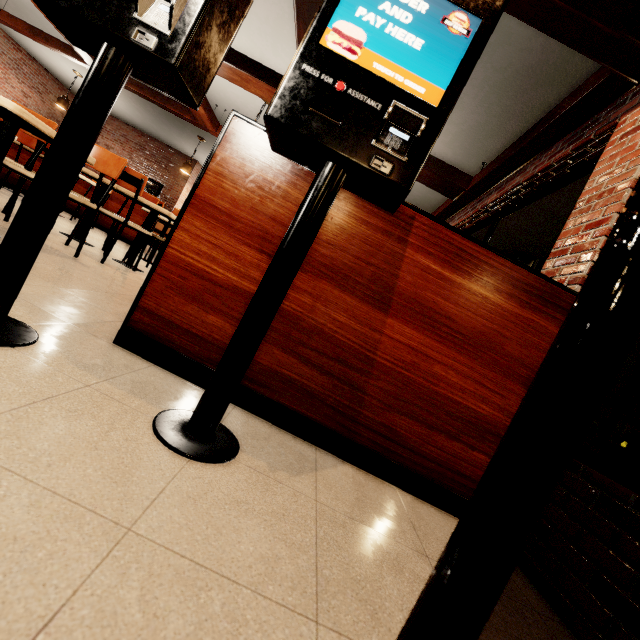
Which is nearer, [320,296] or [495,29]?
[320,296]

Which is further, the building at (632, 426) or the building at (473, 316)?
the building at (632, 426)

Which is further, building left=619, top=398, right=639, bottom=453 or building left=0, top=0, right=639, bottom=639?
building left=619, top=398, right=639, bottom=453

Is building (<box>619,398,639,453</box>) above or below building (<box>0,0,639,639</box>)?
above

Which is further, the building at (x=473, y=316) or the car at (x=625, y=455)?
the car at (x=625, y=455)

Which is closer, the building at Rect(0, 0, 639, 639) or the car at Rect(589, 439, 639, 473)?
the building at Rect(0, 0, 639, 639)

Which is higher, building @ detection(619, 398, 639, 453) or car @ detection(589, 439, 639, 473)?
building @ detection(619, 398, 639, 453)

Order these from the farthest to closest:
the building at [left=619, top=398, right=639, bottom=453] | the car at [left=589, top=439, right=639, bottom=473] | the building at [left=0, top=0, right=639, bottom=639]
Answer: the building at [left=619, top=398, right=639, bottom=453], the car at [left=589, top=439, right=639, bottom=473], the building at [left=0, top=0, right=639, bottom=639]
